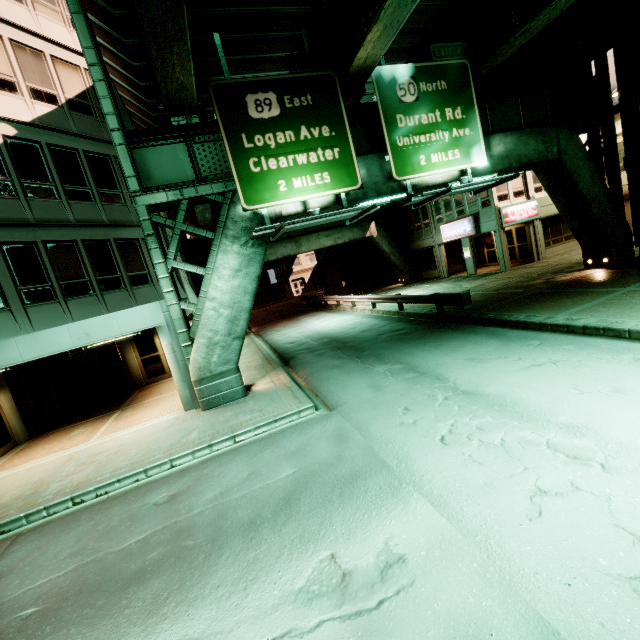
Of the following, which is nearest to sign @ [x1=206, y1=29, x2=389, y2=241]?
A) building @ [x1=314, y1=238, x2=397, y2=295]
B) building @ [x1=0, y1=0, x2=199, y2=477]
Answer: building @ [x1=0, y1=0, x2=199, y2=477]

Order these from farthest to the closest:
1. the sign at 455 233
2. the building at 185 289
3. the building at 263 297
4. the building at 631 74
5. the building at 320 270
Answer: the building at 263 297 < the building at 320 270 < the sign at 455 233 < the building at 185 289 < the building at 631 74

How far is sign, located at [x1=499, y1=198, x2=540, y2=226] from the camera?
22.5m

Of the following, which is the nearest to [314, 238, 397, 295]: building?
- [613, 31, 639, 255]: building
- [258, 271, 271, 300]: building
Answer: [613, 31, 639, 255]: building

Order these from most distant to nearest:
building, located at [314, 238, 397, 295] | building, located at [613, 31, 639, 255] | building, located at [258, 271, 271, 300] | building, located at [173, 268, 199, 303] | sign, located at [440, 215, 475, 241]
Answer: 1. building, located at [258, 271, 271, 300]
2. building, located at [314, 238, 397, 295]
3. sign, located at [440, 215, 475, 241]
4. building, located at [173, 268, 199, 303]
5. building, located at [613, 31, 639, 255]

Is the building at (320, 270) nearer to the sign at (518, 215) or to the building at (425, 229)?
the building at (425, 229)

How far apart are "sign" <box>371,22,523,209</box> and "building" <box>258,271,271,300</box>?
49.57m

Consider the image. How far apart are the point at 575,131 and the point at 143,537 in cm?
2120
